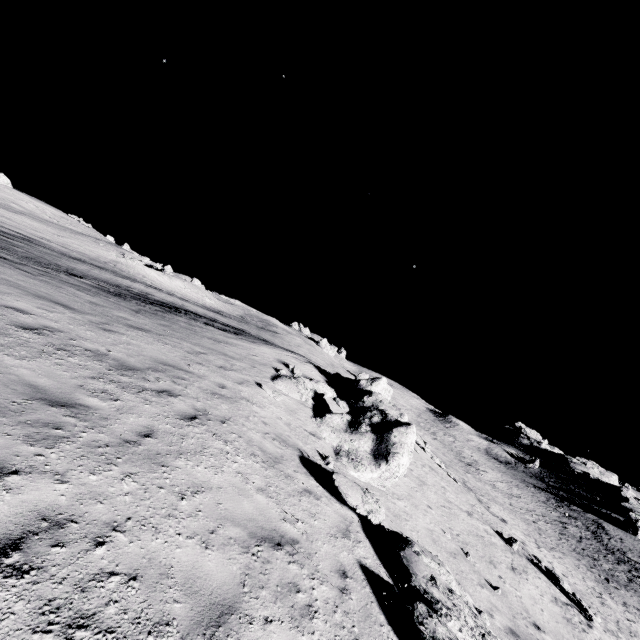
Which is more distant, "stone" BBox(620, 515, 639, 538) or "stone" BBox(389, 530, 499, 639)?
"stone" BBox(620, 515, 639, 538)

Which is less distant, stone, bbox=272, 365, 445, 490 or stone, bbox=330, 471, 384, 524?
stone, bbox=330, 471, 384, 524

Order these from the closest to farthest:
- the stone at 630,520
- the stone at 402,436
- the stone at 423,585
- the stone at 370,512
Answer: the stone at 423,585
the stone at 370,512
the stone at 402,436
the stone at 630,520

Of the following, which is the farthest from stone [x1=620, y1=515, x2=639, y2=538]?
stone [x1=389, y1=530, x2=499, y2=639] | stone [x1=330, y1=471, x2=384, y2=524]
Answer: stone [x1=330, y1=471, x2=384, y2=524]

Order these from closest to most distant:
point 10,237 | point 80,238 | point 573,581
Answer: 1. point 573,581
2. point 10,237
3. point 80,238

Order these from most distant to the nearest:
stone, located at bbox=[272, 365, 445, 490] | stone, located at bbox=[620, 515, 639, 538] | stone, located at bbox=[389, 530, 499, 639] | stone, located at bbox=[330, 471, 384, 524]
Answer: stone, located at bbox=[620, 515, 639, 538] < stone, located at bbox=[272, 365, 445, 490] < stone, located at bbox=[330, 471, 384, 524] < stone, located at bbox=[389, 530, 499, 639]

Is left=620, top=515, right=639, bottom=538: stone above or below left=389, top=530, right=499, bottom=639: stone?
above

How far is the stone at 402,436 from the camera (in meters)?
11.34
